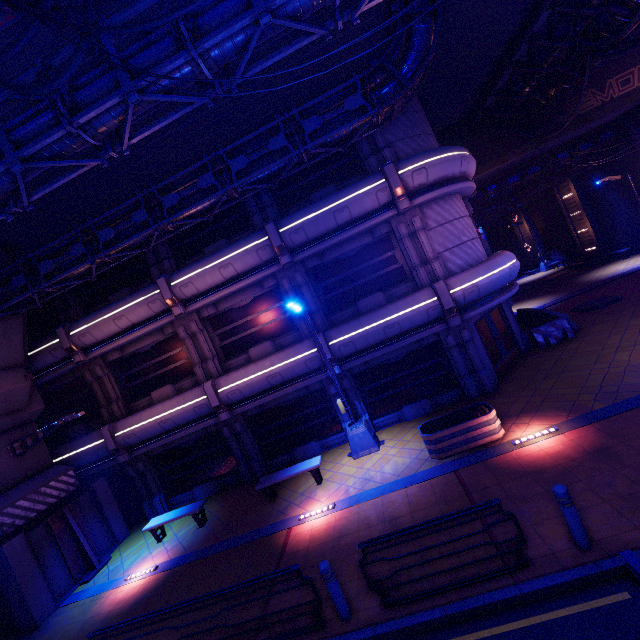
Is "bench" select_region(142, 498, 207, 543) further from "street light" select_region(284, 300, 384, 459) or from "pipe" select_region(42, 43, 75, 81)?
"pipe" select_region(42, 43, 75, 81)

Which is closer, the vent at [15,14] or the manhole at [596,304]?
the vent at [15,14]

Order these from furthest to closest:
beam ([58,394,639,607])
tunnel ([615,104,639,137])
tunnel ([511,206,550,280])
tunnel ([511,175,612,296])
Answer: tunnel ([511,206,550,280]), tunnel ([511,175,612,296]), tunnel ([615,104,639,137]), beam ([58,394,639,607])

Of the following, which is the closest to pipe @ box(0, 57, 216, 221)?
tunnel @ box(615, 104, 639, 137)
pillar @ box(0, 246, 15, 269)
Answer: pillar @ box(0, 246, 15, 269)

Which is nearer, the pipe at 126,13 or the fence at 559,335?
the pipe at 126,13

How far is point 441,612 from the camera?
5.3m

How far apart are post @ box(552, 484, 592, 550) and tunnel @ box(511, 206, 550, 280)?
38.32m

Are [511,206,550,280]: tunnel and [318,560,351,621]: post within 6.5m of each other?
no
